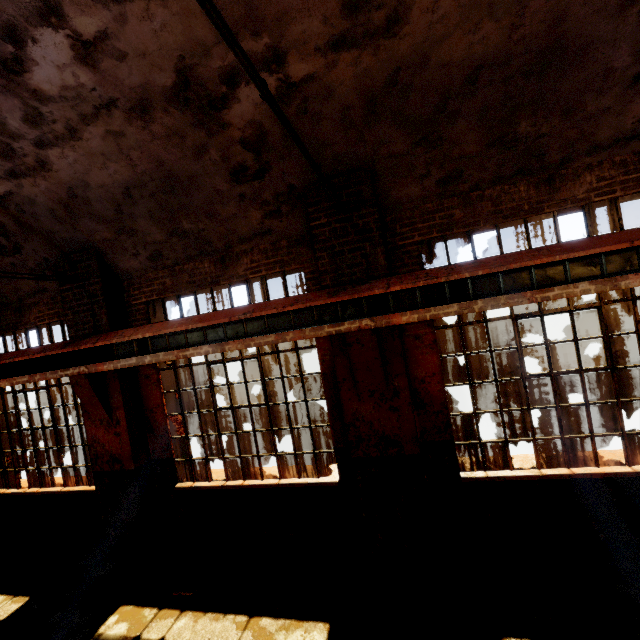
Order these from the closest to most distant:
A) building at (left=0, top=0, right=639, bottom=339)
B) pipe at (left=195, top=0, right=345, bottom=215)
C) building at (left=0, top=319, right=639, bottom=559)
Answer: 1. pipe at (left=195, top=0, right=345, bottom=215)
2. building at (left=0, top=0, right=639, bottom=339)
3. building at (left=0, top=319, right=639, bottom=559)

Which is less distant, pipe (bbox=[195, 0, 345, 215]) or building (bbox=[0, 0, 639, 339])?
pipe (bbox=[195, 0, 345, 215])

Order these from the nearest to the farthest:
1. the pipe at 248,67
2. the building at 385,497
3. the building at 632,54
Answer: the pipe at 248,67 < the building at 632,54 < the building at 385,497

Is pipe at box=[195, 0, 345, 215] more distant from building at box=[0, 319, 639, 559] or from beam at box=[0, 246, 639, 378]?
beam at box=[0, 246, 639, 378]

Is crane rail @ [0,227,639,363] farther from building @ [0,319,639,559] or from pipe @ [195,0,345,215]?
pipe @ [195,0,345,215]

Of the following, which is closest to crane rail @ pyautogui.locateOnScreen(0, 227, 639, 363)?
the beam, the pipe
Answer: the beam

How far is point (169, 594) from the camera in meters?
4.7 m

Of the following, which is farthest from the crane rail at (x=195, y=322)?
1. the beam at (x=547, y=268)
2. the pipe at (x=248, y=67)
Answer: the pipe at (x=248, y=67)
